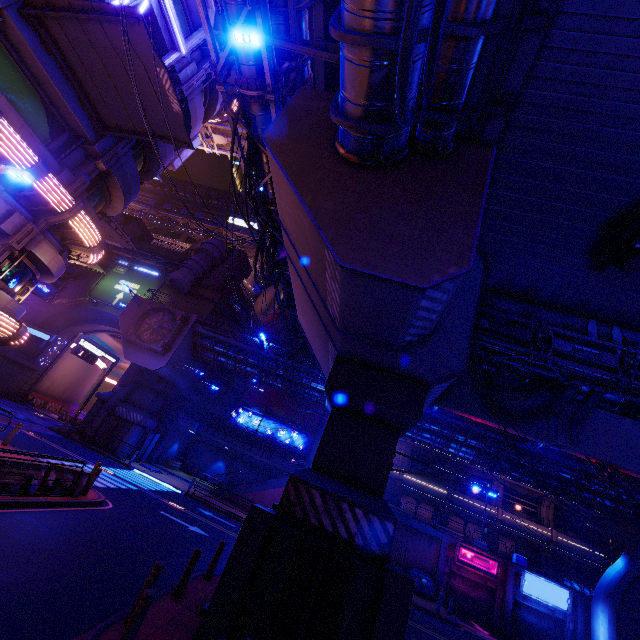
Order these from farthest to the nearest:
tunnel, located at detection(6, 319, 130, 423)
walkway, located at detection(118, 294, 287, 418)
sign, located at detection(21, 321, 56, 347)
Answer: tunnel, located at detection(6, 319, 130, 423) → sign, located at detection(21, 321, 56, 347) → walkway, located at detection(118, 294, 287, 418)

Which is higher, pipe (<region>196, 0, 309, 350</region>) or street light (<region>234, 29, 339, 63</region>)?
pipe (<region>196, 0, 309, 350</region>)

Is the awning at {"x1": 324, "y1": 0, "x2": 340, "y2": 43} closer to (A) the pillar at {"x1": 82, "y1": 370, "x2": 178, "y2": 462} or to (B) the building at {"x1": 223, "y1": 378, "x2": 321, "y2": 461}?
(A) the pillar at {"x1": 82, "y1": 370, "x2": 178, "y2": 462}

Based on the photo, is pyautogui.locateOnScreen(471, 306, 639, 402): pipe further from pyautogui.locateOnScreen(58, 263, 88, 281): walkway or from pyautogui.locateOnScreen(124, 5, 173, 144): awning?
pyautogui.locateOnScreen(58, 263, 88, 281): walkway

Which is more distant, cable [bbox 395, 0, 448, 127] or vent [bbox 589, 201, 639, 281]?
vent [bbox 589, 201, 639, 281]

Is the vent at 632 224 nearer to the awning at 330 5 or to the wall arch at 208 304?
the awning at 330 5

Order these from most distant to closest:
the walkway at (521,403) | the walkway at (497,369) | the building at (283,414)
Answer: the building at (283,414) → the walkway at (497,369) → the walkway at (521,403)

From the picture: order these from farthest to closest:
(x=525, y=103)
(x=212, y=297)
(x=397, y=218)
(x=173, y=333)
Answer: (x=212, y=297) → (x=173, y=333) → (x=525, y=103) → (x=397, y=218)
